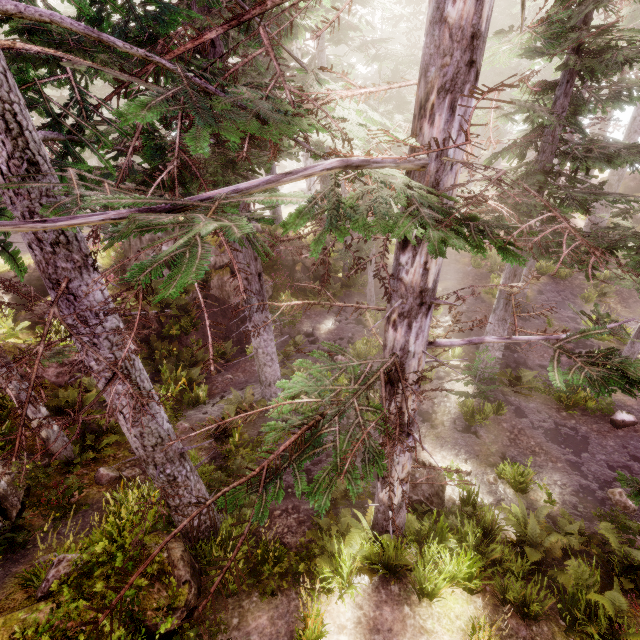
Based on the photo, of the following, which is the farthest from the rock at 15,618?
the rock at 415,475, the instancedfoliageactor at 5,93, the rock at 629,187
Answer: the rock at 629,187

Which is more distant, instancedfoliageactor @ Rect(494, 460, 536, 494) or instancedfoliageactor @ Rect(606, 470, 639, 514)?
instancedfoliageactor @ Rect(494, 460, 536, 494)

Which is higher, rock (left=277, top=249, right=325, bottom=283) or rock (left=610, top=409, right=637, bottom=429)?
rock (left=277, top=249, right=325, bottom=283)

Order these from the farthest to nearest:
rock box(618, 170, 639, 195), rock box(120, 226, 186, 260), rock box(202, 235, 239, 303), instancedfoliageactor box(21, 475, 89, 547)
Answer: rock box(618, 170, 639, 195) < rock box(202, 235, 239, 303) < rock box(120, 226, 186, 260) < instancedfoliageactor box(21, 475, 89, 547)

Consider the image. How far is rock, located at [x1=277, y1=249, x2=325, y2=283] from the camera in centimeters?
2070cm

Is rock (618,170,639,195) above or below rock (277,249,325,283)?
above

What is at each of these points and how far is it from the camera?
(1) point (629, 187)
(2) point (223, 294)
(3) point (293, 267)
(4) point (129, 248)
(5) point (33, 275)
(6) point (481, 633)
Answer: (1) rock, 29.69m
(2) rock, 18.55m
(3) rock, 20.94m
(4) rock, 17.16m
(5) rock, 14.55m
(6) instancedfoliageactor, 5.61m

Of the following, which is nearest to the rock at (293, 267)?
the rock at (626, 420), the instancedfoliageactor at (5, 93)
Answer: the instancedfoliageactor at (5, 93)
